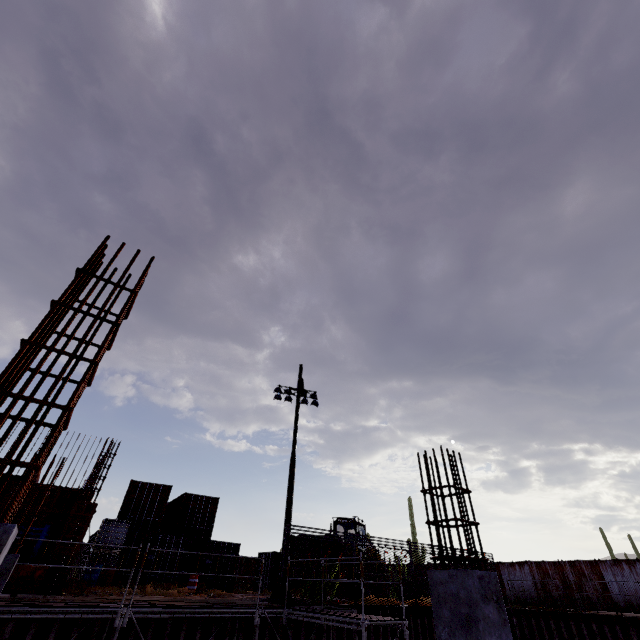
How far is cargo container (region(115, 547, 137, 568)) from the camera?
17.0 meters

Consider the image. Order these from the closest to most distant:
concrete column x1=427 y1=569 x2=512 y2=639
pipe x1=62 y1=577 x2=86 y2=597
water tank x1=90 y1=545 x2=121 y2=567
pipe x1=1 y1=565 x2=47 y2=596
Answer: concrete column x1=427 y1=569 x2=512 y2=639 → pipe x1=1 y1=565 x2=47 y2=596 → pipe x1=62 y1=577 x2=86 y2=597 → water tank x1=90 y1=545 x2=121 y2=567

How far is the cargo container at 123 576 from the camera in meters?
16.5

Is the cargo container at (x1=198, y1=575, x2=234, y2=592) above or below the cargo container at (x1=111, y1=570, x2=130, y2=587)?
below

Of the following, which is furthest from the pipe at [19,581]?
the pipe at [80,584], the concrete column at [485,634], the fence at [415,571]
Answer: the concrete column at [485,634]

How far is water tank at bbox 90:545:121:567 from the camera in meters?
15.2

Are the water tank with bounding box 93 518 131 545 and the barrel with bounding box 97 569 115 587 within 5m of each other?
yes

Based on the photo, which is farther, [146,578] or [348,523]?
[348,523]
